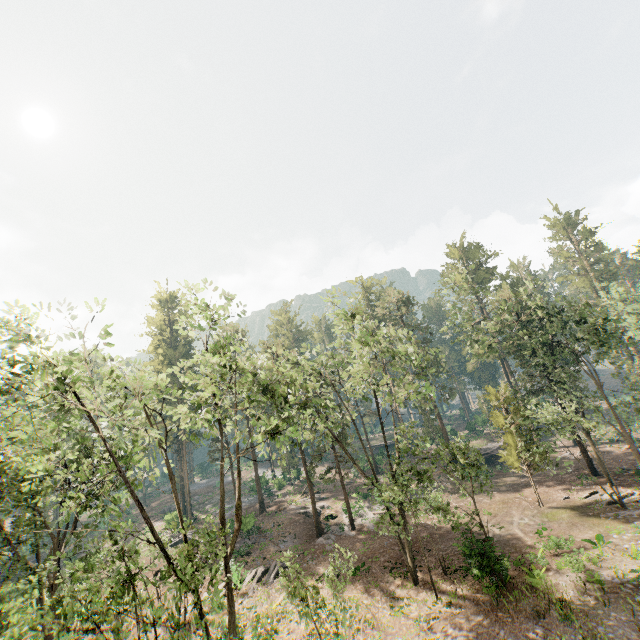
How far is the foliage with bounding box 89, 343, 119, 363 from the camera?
10.9m

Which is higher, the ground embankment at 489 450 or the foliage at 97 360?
the foliage at 97 360

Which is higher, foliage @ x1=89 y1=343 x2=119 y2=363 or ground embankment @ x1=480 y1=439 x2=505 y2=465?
foliage @ x1=89 y1=343 x2=119 y2=363

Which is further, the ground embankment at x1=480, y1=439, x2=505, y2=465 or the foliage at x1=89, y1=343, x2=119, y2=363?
the ground embankment at x1=480, y1=439, x2=505, y2=465

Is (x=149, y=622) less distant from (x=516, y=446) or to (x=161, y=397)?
(x=516, y=446)

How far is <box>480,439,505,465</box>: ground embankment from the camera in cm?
4394

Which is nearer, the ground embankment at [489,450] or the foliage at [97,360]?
the foliage at [97,360]
